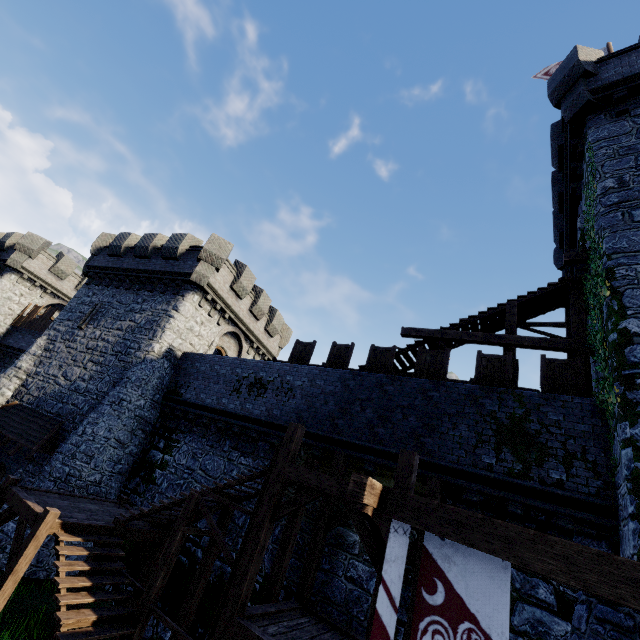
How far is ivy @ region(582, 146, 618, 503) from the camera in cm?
720

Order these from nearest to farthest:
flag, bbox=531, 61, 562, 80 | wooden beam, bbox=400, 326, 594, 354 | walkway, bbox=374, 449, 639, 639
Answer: walkway, bbox=374, 449, 639, 639
wooden beam, bbox=400, 326, 594, 354
flag, bbox=531, 61, 562, 80

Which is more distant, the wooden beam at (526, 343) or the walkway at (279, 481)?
the wooden beam at (526, 343)

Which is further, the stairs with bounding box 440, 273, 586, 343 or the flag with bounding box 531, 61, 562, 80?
the flag with bounding box 531, 61, 562, 80

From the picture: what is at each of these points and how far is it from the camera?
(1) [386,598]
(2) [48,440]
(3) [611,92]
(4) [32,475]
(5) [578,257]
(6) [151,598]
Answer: (1) flag, 4.4 meters
(2) awning, 14.3 meters
(3) building, 10.8 meters
(4) building, 14.2 meters
(5) wooden platform, 11.0 meters
(6) stairs, 7.8 meters

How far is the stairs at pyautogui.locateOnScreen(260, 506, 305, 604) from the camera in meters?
8.2 m

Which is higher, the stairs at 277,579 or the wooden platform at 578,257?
the wooden platform at 578,257

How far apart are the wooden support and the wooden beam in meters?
7.5
